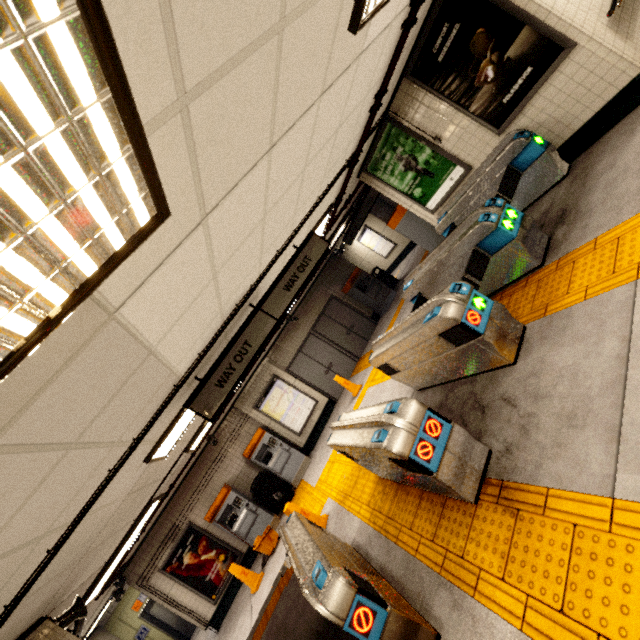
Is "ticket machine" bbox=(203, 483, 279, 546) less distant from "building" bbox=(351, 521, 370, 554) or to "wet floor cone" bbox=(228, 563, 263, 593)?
"wet floor cone" bbox=(228, 563, 263, 593)

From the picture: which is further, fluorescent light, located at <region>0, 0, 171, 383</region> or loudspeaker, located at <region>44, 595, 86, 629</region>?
loudspeaker, located at <region>44, 595, 86, 629</region>

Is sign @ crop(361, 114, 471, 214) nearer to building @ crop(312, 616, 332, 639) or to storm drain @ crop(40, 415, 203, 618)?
storm drain @ crop(40, 415, 203, 618)

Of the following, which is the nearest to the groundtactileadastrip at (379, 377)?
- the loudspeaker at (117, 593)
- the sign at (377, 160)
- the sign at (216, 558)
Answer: the sign at (216, 558)

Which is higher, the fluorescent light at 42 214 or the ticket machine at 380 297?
the fluorescent light at 42 214

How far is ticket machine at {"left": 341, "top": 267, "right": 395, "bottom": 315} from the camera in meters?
12.1

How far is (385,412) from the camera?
3.2 meters

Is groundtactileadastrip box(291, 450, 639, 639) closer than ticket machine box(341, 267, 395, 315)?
Yes
